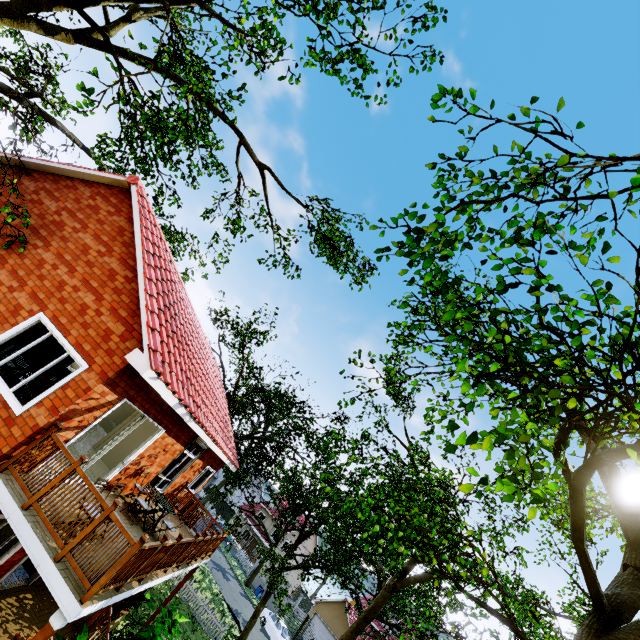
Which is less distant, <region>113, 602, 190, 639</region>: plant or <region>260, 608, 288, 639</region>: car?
<region>113, 602, 190, 639</region>: plant

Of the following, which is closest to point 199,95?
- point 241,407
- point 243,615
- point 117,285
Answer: point 117,285

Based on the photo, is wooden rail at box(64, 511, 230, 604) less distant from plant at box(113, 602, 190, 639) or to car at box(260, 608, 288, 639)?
plant at box(113, 602, 190, 639)

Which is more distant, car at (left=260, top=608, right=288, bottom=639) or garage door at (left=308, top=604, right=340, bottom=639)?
garage door at (left=308, top=604, right=340, bottom=639)

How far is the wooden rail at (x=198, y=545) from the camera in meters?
5.1

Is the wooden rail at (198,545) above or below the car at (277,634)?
above

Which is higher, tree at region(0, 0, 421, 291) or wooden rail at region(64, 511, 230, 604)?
tree at region(0, 0, 421, 291)

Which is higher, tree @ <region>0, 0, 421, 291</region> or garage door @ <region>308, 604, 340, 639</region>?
tree @ <region>0, 0, 421, 291</region>
